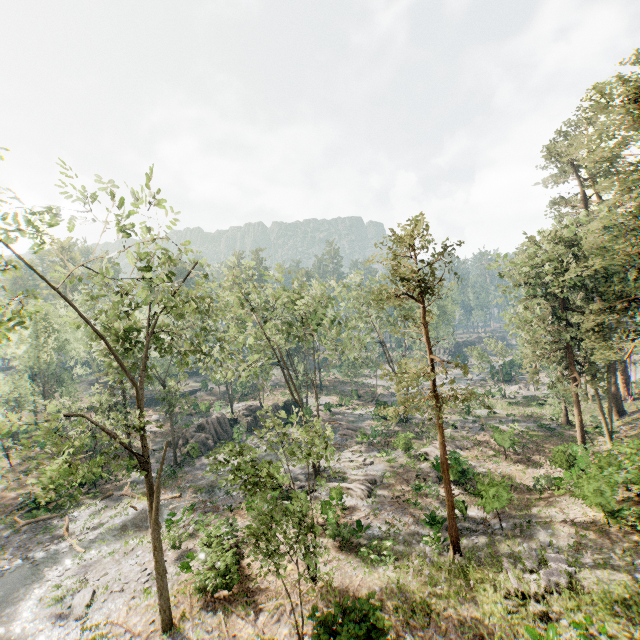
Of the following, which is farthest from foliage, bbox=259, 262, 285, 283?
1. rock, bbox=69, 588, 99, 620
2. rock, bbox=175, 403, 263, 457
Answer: rock, bbox=69, 588, 99, 620

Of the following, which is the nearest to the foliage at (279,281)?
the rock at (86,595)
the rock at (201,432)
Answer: the rock at (201,432)

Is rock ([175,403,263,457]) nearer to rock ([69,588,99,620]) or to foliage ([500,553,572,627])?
foliage ([500,553,572,627])

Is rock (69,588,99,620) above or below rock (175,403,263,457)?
below

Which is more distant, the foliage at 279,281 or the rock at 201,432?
the rock at 201,432

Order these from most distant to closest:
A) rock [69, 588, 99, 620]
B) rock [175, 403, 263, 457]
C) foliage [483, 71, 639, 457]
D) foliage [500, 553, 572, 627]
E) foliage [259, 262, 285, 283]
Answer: rock [175, 403, 263, 457]
foliage [259, 262, 285, 283]
foliage [483, 71, 639, 457]
rock [69, 588, 99, 620]
foliage [500, 553, 572, 627]

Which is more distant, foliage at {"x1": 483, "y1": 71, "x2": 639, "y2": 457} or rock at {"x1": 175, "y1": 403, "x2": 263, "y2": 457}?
rock at {"x1": 175, "y1": 403, "x2": 263, "y2": 457}

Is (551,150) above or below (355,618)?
above
